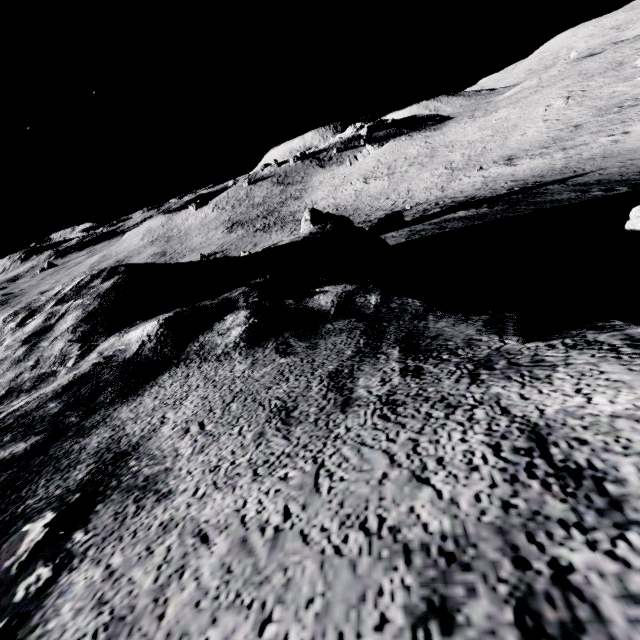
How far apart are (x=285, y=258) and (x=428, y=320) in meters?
4.3

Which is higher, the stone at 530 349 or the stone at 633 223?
the stone at 530 349

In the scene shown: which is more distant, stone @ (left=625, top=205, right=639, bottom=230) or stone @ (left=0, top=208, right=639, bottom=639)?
stone @ (left=625, top=205, right=639, bottom=230)

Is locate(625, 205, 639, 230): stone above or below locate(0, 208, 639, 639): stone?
below

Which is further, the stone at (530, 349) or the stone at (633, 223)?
the stone at (633, 223)
